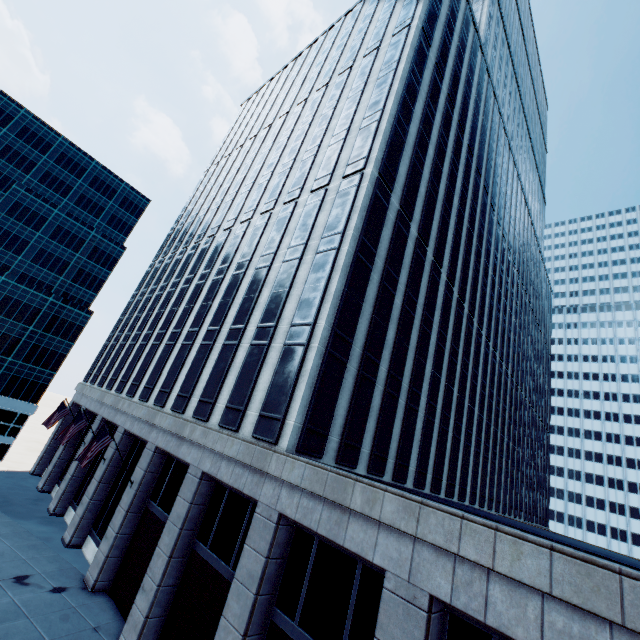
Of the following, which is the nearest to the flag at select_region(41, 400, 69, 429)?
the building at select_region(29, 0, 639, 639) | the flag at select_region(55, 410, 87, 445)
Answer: the building at select_region(29, 0, 639, 639)

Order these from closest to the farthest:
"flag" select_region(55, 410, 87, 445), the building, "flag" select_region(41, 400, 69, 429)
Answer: the building
"flag" select_region(55, 410, 87, 445)
"flag" select_region(41, 400, 69, 429)

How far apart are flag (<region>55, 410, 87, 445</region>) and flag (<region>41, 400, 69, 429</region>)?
5.70m

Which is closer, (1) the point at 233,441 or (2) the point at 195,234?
(1) the point at 233,441

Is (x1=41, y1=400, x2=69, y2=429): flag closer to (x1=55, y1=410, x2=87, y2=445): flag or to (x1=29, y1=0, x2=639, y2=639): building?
(x1=29, y1=0, x2=639, y2=639): building

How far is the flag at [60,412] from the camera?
26.2m

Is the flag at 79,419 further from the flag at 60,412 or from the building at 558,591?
the flag at 60,412
